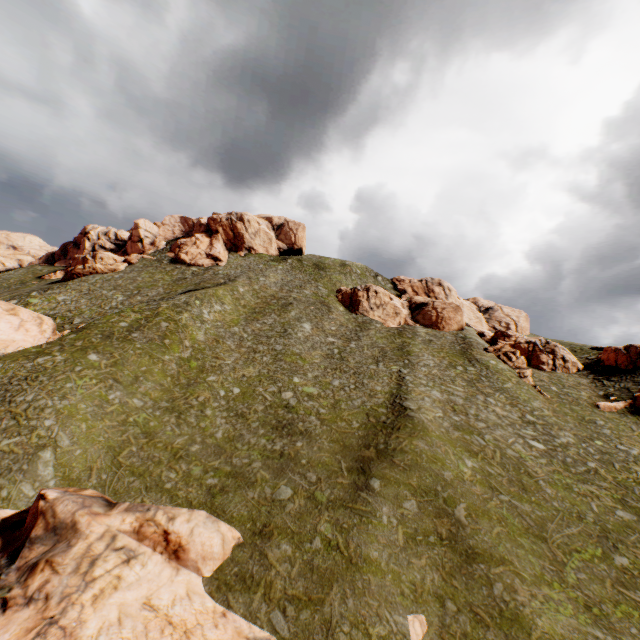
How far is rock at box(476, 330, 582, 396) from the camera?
45.78m

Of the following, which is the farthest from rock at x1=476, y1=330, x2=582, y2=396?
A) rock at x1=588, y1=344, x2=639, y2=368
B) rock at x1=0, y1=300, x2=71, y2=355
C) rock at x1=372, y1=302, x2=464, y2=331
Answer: rock at x1=0, y1=300, x2=71, y2=355

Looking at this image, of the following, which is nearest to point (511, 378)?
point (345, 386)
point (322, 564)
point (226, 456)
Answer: point (345, 386)

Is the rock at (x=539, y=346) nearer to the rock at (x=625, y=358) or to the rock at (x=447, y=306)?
the rock at (x=625, y=358)

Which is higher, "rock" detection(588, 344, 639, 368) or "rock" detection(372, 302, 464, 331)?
"rock" detection(372, 302, 464, 331)

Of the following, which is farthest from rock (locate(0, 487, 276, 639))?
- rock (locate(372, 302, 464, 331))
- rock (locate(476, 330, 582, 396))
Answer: rock (locate(476, 330, 582, 396))

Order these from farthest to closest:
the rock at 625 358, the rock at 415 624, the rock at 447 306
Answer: the rock at 447 306, the rock at 625 358, the rock at 415 624
